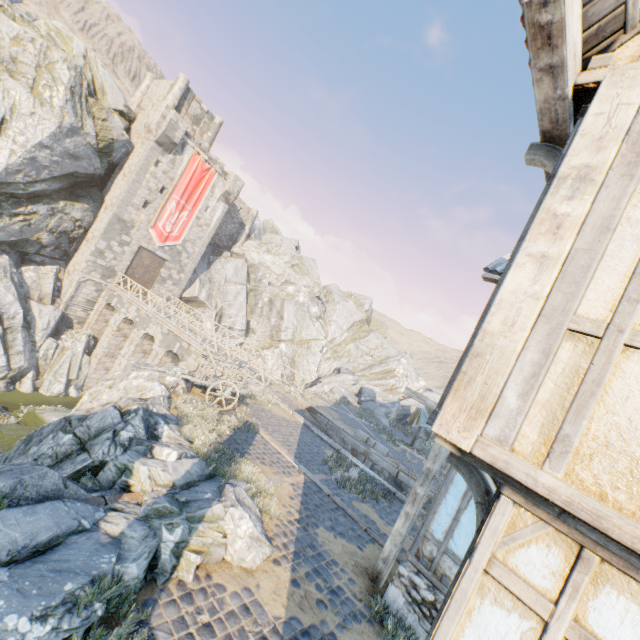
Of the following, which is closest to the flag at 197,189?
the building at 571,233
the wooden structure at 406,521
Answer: the building at 571,233

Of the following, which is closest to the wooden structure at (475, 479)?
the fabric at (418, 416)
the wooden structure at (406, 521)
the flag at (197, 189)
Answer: the wooden structure at (406, 521)

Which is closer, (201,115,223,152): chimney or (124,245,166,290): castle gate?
(124,245,166,290): castle gate

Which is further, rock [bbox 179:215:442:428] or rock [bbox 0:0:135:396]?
rock [bbox 179:215:442:428]

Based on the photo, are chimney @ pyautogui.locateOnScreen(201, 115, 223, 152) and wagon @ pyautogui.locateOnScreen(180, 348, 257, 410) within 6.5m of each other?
no

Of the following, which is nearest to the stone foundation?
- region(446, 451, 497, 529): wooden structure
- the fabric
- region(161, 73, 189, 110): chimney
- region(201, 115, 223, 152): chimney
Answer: region(446, 451, 497, 529): wooden structure

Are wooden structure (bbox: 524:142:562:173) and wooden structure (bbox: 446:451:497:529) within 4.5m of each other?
yes

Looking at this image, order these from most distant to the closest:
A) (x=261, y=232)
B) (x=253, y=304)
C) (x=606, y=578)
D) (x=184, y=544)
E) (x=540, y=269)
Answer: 1. (x=261, y=232)
2. (x=253, y=304)
3. (x=184, y=544)
4. (x=540, y=269)
5. (x=606, y=578)
